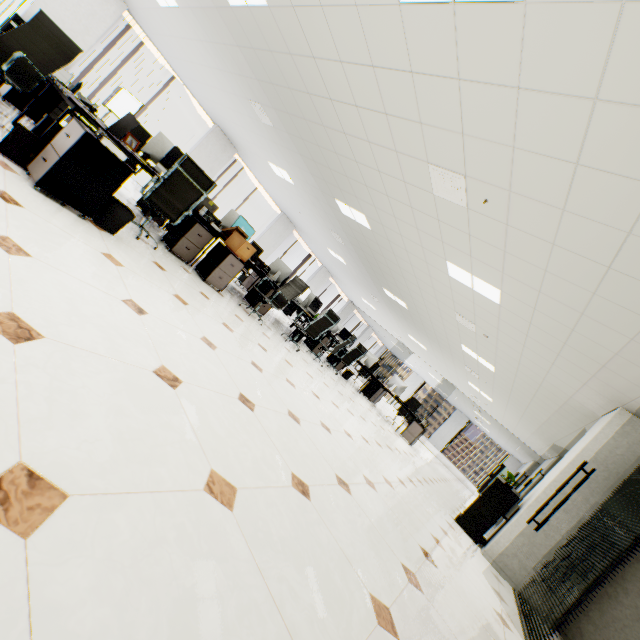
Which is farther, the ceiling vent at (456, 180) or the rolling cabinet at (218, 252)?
the rolling cabinet at (218, 252)

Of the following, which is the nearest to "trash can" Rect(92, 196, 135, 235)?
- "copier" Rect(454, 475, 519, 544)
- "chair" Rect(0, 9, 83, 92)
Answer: "chair" Rect(0, 9, 83, 92)

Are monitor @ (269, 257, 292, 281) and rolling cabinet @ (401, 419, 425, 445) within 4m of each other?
no

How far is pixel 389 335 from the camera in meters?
18.6

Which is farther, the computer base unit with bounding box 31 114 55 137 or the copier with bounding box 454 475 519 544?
the copier with bounding box 454 475 519 544

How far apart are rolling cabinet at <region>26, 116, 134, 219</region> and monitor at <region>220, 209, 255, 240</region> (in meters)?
2.81

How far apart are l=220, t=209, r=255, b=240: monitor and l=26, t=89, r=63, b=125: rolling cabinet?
3.0 meters

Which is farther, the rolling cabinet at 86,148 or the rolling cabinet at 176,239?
the rolling cabinet at 176,239
